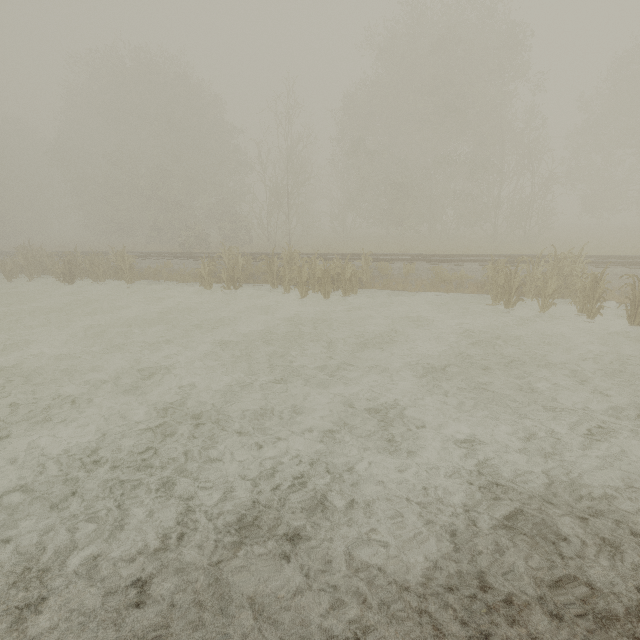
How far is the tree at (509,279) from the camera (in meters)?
8.80

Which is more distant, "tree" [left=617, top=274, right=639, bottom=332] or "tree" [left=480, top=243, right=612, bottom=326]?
"tree" [left=480, top=243, right=612, bottom=326]

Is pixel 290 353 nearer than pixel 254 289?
Yes

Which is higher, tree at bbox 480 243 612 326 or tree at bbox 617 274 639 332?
tree at bbox 480 243 612 326

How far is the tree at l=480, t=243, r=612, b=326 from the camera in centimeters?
880cm

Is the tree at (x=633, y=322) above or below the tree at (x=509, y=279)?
below
